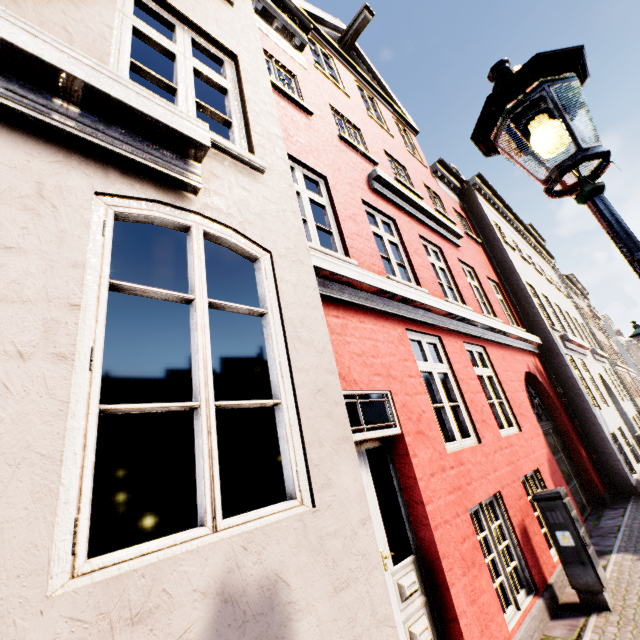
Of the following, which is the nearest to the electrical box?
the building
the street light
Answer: the building

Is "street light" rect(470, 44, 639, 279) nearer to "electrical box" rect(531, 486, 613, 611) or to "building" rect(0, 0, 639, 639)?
"building" rect(0, 0, 639, 639)

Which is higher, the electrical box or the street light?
the street light

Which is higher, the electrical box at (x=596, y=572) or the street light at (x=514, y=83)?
the street light at (x=514, y=83)

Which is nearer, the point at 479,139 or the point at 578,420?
A: the point at 479,139

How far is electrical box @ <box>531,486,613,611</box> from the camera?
3.9m

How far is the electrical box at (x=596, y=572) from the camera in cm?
394
